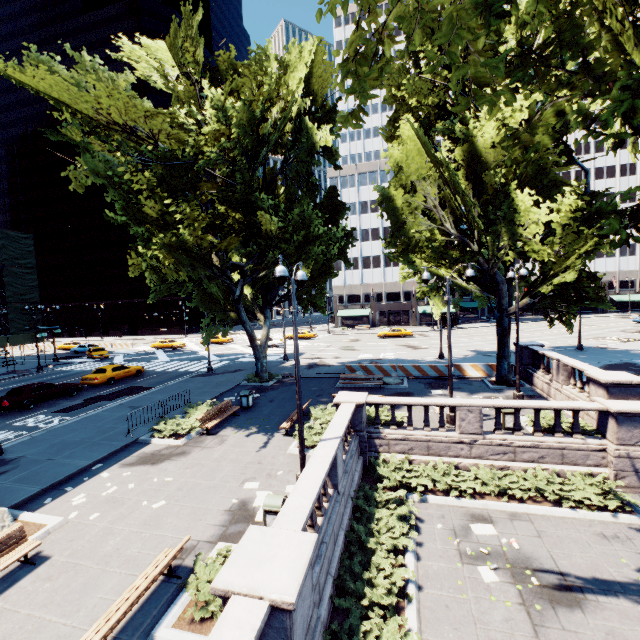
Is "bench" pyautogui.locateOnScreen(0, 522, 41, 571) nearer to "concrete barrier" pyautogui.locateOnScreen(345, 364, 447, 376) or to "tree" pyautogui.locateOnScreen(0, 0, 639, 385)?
"tree" pyautogui.locateOnScreen(0, 0, 639, 385)

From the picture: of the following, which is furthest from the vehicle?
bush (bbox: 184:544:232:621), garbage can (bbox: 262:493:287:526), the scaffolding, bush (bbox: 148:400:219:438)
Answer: garbage can (bbox: 262:493:287:526)

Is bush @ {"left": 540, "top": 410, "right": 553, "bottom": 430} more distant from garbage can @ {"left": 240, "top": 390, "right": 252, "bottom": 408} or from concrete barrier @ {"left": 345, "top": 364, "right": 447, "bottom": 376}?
garbage can @ {"left": 240, "top": 390, "right": 252, "bottom": 408}

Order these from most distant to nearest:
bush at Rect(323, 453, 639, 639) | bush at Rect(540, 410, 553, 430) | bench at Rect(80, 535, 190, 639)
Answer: bush at Rect(540, 410, 553, 430) < bush at Rect(323, 453, 639, 639) < bench at Rect(80, 535, 190, 639)

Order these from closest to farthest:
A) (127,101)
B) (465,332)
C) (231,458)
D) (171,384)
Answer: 1. (231,458)
2. (127,101)
3. (171,384)
4. (465,332)

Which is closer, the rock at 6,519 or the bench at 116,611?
the bench at 116,611

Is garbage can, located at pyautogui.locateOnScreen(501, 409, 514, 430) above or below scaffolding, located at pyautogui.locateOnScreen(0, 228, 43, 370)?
below

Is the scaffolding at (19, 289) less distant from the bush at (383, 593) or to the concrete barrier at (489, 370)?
the concrete barrier at (489, 370)
